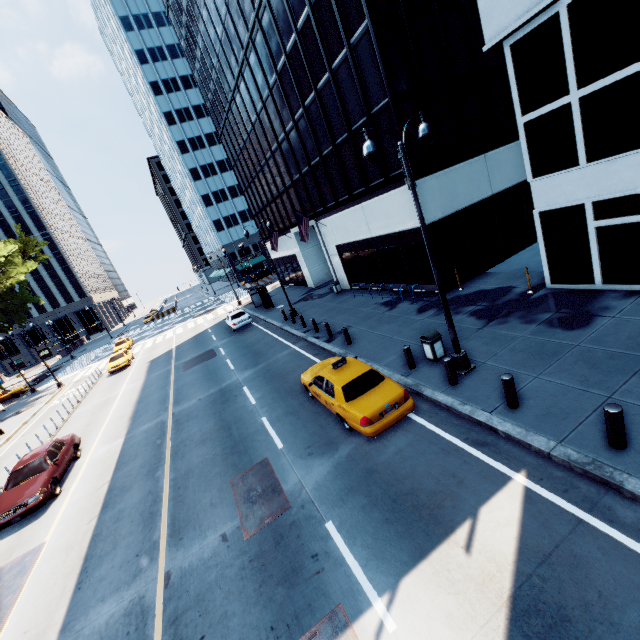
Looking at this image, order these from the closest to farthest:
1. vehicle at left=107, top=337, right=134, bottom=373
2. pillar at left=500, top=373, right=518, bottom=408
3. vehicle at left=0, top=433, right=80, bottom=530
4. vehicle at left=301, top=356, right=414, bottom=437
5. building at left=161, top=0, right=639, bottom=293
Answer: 1. pillar at left=500, top=373, right=518, bottom=408
2. vehicle at left=301, top=356, right=414, bottom=437
3. building at left=161, top=0, right=639, bottom=293
4. vehicle at left=0, top=433, right=80, bottom=530
5. vehicle at left=107, top=337, right=134, bottom=373

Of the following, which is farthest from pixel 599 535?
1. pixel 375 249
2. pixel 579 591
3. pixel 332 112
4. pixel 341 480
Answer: pixel 332 112

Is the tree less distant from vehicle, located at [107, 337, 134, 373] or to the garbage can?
vehicle, located at [107, 337, 134, 373]

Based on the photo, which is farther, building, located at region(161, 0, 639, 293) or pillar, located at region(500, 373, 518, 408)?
building, located at region(161, 0, 639, 293)

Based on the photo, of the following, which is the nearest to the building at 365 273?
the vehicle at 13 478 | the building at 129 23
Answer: the vehicle at 13 478

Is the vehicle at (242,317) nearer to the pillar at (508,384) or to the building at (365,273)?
the building at (365,273)

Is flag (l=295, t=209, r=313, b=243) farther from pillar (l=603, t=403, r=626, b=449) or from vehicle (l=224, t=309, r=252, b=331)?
pillar (l=603, t=403, r=626, b=449)

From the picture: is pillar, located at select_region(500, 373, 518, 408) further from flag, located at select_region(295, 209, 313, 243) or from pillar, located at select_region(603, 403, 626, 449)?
flag, located at select_region(295, 209, 313, 243)
